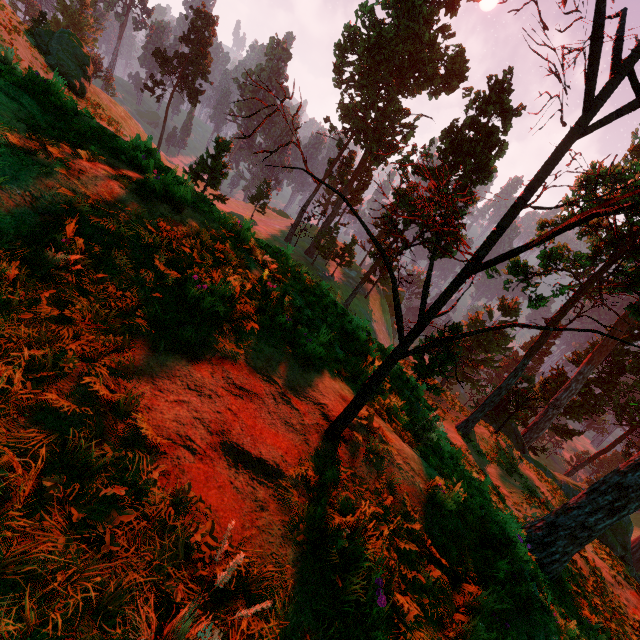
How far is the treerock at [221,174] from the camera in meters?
32.3

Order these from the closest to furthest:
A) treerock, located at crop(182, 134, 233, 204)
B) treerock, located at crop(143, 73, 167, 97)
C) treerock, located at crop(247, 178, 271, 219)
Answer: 1. treerock, located at crop(182, 134, 233, 204)
2. treerock, located at crop(247, 178, 271, 219)
3. treerock, located at crop(143, 73, 167, 97)

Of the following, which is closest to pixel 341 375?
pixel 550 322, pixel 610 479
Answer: pixel 610 479

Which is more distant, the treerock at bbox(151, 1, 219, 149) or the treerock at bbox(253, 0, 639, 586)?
the treerock at bbox(151, 1, 219, 149)

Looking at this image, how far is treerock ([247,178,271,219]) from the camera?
44.72m

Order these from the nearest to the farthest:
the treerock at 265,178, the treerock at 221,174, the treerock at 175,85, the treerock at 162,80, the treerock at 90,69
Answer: the treerock at 90,69 → the treerock at 221,174 → the treerock at 265,178 → the treerock at 175,85 → the treerock at 162,80
